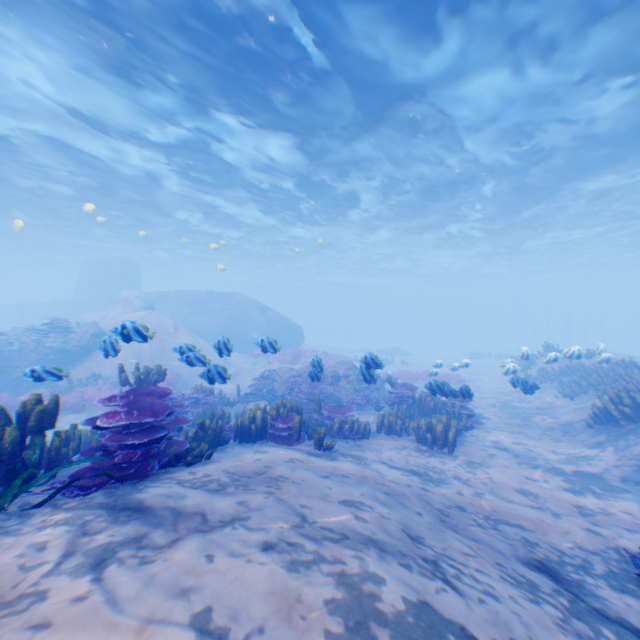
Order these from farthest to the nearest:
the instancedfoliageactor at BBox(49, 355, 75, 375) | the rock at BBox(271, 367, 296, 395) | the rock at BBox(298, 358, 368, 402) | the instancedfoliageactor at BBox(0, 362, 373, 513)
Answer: the rock at BBox(271, 367, 296, 395), the rock at BBox(298, 358, 368, 402), the instancedfoliageactor at BBox(49, 355, 75, 375), the instancedfoliageactor at BBox(0, 362, 373, 513)

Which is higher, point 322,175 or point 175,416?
point 322,175

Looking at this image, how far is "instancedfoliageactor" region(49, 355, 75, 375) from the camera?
6.2 meters

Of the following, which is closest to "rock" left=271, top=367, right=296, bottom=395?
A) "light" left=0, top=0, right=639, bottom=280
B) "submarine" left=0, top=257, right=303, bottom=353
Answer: "submarine" left=0, top=257, right=303, bottom=353

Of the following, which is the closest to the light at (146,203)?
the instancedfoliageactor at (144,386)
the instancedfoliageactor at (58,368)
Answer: the instancedfoliageactor at (58,368)

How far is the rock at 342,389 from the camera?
9.7m

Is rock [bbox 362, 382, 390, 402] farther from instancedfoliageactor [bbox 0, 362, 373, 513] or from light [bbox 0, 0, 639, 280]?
light [bbox 0, 0, 639, 280]

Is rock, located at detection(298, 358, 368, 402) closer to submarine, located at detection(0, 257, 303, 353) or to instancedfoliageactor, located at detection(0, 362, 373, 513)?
instancedfoliageactor, located at detection(0, 362, 373, 513)
